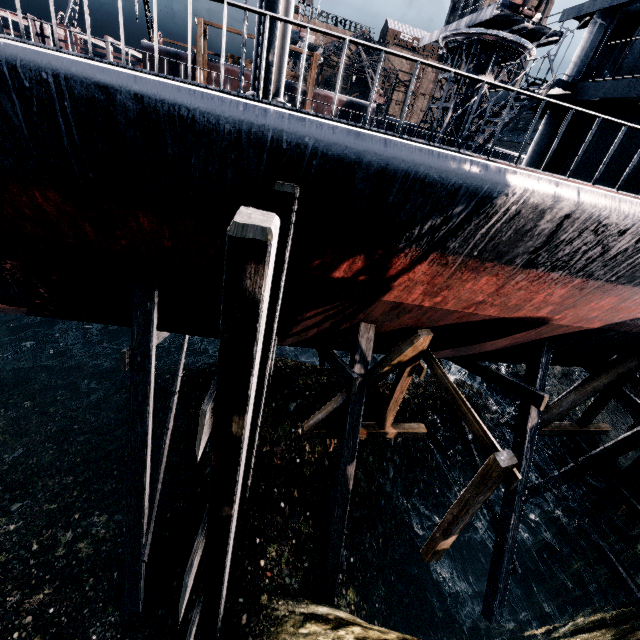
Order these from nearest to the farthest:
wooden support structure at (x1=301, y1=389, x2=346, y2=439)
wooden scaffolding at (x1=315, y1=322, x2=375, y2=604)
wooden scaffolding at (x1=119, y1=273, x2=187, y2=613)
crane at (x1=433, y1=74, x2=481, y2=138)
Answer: wooden scaffolding at (x1=119, y1=273, x2=187, y2=613) → wooden scaffolding at (x1=315, y1=322, x2=375, y2=604) → wooden support structure at (x1=301, y1=389, x2=346, y2=439) → crane at (x1=433, y1=74, x2=481, y2=138)

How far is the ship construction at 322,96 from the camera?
27.2m

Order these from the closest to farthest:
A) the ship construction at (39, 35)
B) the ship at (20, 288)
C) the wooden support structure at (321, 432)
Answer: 1. the ship at (20, 288)
2. the wooden support structure at (321, 432)
3. the ship construction at (39, 35)

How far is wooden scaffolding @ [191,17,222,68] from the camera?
22.3 meters

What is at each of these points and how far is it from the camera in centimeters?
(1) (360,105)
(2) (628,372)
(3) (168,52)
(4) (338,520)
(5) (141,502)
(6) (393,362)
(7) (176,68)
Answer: (1) ship construction, 2802cm
(2) wooden support structure, 1166cm
(3) ship construction, 2494cm
(4) wooden scaffolding, 1008cm
(5) wooden scaffolding, 915cm
(6) wooden support structure, 923cm
(7) ship construction, 2559cm

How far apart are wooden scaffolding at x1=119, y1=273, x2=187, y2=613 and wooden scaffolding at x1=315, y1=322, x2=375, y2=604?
5.33m

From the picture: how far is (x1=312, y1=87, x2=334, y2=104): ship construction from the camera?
27.2m

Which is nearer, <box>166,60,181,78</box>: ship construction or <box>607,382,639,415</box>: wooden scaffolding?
<box>607,382,639,415</box>: wooden scaffolding
